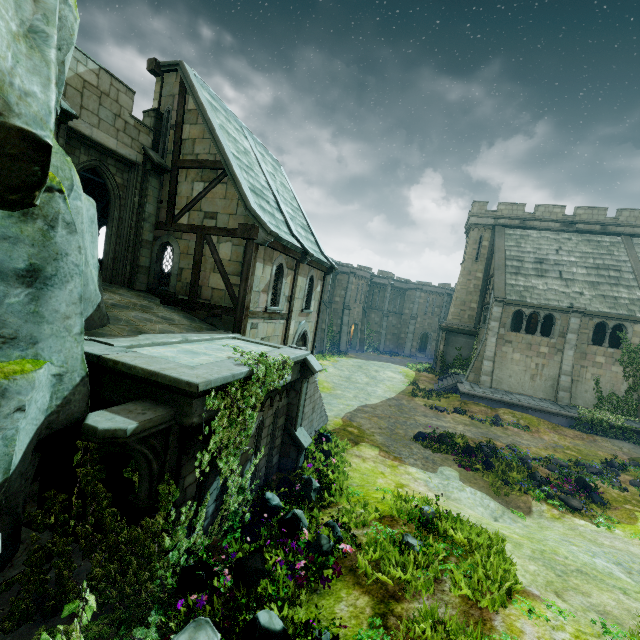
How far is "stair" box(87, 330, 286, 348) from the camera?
7.0 meters

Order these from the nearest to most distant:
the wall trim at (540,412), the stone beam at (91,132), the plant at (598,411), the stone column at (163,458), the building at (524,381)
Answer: the stone column at (163,458) < the stone beam at (91,132) < the plant at (598,411) < the wall trim at (540,412) < the building at (524,381)

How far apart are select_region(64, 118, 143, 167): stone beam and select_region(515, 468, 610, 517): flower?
18.98m

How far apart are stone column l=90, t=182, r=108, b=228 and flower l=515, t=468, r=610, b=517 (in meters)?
21.78

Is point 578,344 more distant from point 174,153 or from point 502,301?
point 174,153

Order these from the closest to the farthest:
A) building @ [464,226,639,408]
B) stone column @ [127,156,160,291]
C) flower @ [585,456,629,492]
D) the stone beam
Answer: the stone beam < stone column @ [127,156,160,291] < flower @ [585,456,629,492] < building @ [464,226,639,408]

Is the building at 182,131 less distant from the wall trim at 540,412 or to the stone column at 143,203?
the stone column at 143,203

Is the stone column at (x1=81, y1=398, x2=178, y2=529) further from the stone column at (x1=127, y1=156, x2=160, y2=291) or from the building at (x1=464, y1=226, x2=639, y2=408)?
the building at (x1=464, y1=226, x2=639, y2=408)
